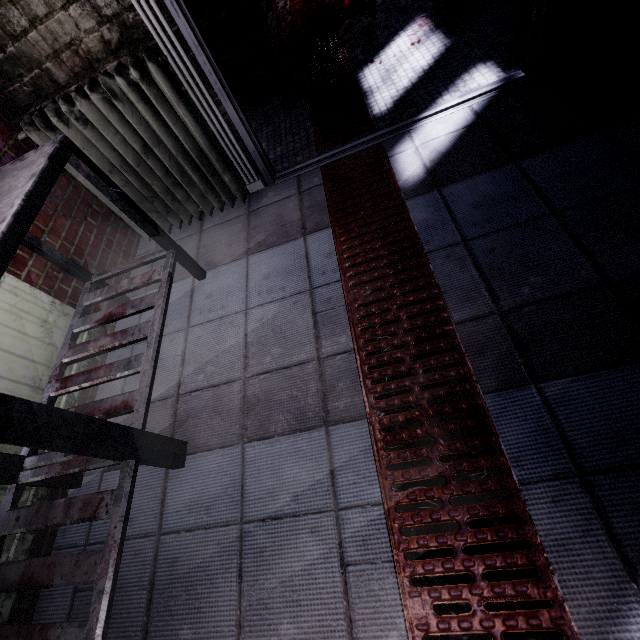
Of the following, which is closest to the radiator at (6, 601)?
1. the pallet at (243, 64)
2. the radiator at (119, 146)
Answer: the radiator at (119, 146)

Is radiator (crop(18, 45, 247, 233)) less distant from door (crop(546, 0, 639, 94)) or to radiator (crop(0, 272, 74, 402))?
door (crop(546, 0, 639, 94))

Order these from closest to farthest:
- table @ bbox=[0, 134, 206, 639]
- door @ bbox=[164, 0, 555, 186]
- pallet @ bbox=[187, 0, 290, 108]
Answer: table @ bbox=[0, 134, 206, 639], door @ bbox=[164, 0, 555, 186], pallet @ bbox=[187, 0, 290, 108]

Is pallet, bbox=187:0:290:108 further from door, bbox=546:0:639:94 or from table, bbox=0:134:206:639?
table, bbox=0:134:206:639

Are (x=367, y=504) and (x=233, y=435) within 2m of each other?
yes

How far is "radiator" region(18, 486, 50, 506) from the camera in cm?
127

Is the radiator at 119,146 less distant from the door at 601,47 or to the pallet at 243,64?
the door at 601,47

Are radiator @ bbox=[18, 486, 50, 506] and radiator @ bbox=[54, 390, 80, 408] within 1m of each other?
yes
